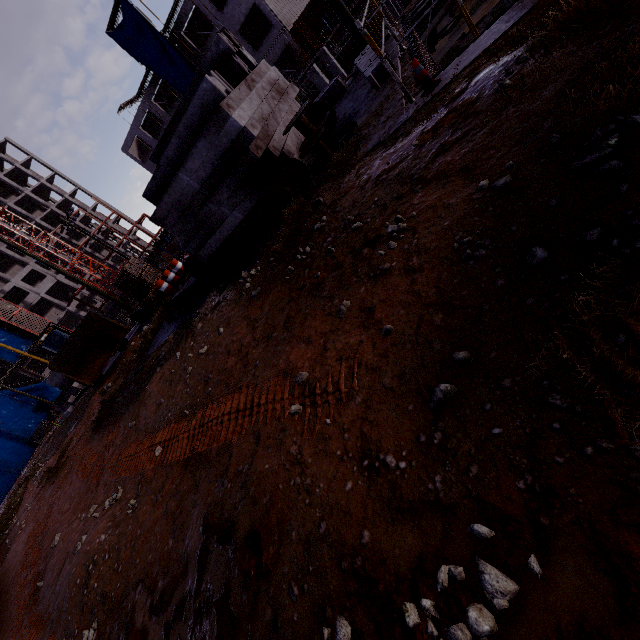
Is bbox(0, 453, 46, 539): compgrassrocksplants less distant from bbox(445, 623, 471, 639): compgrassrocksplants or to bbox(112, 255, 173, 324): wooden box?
bbox(112, 255, 173, 324): wooden box

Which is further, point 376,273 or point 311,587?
point 376,273

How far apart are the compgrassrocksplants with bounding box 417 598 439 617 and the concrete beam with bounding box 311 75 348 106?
12.4m

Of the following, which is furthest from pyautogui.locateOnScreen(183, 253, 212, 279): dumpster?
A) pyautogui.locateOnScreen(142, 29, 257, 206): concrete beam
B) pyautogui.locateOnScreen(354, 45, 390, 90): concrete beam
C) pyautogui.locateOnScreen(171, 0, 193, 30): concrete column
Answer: pyautogui.locateOnScreen(171, 0, 193, 30): concrete column

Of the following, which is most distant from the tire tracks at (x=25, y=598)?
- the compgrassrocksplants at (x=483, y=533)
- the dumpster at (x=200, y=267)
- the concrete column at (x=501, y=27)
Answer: the dumpster at (x=200, y=267)

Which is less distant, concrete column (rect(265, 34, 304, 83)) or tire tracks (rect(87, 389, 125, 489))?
tire tracks (rect(87, 389, 125, 489))

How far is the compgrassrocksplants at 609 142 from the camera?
2.1m

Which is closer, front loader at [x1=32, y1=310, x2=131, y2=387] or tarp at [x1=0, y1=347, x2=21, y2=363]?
front loader at [x1=32, y1=310, x2=131, y2=387]
